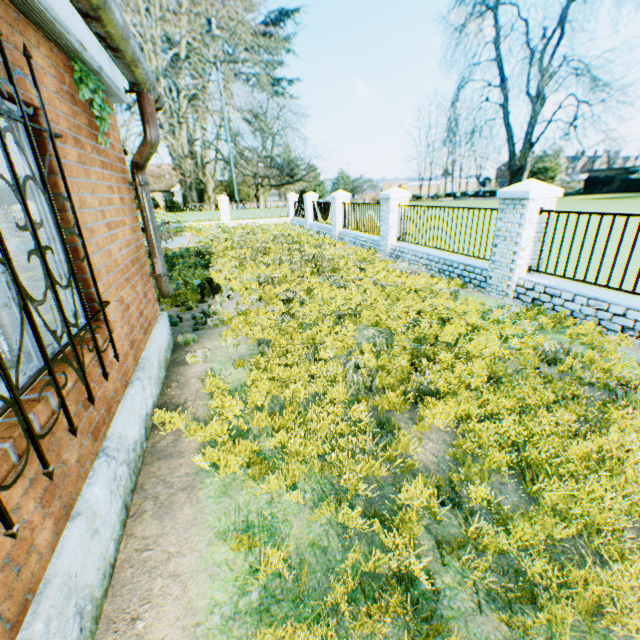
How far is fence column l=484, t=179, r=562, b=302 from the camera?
6.5m

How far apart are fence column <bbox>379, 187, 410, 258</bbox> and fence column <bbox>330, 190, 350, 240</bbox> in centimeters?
479cm

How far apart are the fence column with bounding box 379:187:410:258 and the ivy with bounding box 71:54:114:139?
9.16m

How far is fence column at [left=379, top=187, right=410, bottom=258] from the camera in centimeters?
1148cm

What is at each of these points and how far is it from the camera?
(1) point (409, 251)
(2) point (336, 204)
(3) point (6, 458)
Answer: (1) fence, 10.8 meters
(2) fence column, 16.5 meters
(3) building, 1.5 meters

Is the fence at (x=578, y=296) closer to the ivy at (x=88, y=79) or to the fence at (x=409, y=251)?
the fence at (x=409, y=251)

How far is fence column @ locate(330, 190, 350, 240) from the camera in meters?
16.5

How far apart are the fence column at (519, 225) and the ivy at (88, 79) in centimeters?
708cm
